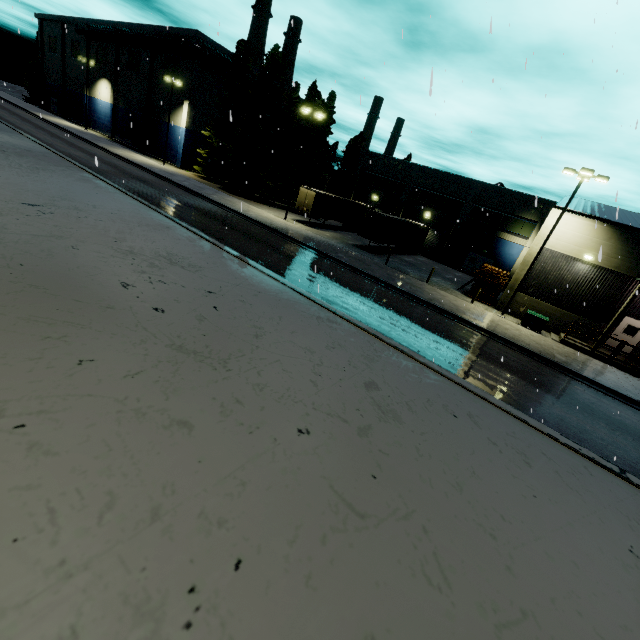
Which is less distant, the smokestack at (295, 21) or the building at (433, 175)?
the building at (433, 175)

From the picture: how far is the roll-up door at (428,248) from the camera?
40.7m

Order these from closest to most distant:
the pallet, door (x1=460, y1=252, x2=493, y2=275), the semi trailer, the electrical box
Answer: the electrical box < the pallet < the semi trailer < door (x1=460, y1=252, x2=493, y2=275)

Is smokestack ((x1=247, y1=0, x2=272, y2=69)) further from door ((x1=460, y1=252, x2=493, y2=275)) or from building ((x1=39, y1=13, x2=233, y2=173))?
door ((x1=460, y1=252, x2=493, y2=275))

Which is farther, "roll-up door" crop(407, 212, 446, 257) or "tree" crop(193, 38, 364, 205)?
"roll-up door" crop(407, 212, 446, 257)

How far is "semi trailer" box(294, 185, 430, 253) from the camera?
30.3 meters

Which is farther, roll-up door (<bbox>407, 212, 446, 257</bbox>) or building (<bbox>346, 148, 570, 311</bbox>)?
roll-up door (<bbox>407, 212, 446, 257</bbox>)

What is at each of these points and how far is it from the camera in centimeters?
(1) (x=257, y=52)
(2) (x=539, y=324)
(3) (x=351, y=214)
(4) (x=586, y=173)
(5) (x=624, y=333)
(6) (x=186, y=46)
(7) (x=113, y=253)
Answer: (1) smokestack, 5250cm
(2) electrical box, 2198cm
(3) semi trailer, 3931cm
(4) light, 1888cm
(5) door, 2275cm
(6) pipe, 3900cm
(7) cargo container, 135cm
